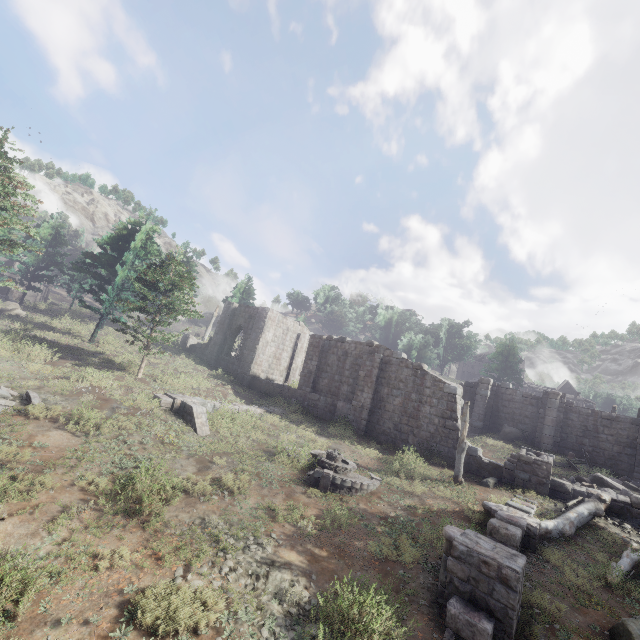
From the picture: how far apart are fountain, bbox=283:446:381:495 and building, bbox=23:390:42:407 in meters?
9.8 m

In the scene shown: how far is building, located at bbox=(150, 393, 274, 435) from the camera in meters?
14.7

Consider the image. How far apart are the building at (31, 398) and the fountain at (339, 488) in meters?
9.8

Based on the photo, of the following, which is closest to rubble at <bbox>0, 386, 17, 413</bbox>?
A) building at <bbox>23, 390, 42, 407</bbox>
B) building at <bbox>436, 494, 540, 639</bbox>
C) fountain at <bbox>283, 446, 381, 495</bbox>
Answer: building at <bbox>23, 390, 42, 407</bbox>

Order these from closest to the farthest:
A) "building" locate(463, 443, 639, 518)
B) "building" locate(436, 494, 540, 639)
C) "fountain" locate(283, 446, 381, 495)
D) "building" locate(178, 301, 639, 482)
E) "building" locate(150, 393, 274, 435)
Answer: "building" locate(436, 494, 540, 639), "fountain" locate(283, 446, 381, 495), "building" locate(463, 443, 639, 518), "building" locate(150, 393, 274, 435), "building" locate(178, 301, 639, 482)

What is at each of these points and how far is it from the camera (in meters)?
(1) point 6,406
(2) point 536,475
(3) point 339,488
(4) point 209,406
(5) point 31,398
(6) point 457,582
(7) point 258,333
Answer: (1) rubble, 10.91
(2) building, 14.36
(3) fountain, 11.82
(4) building, 17.27
(5) building, 11.49
(6) building, 6.91
(7) building, 27.31

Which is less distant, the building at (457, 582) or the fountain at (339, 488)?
the building at (457, 582)

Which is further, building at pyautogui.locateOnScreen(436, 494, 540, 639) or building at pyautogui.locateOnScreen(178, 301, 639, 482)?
building at pyautogui.locateOnScreen(178, 301, 639, 482)
